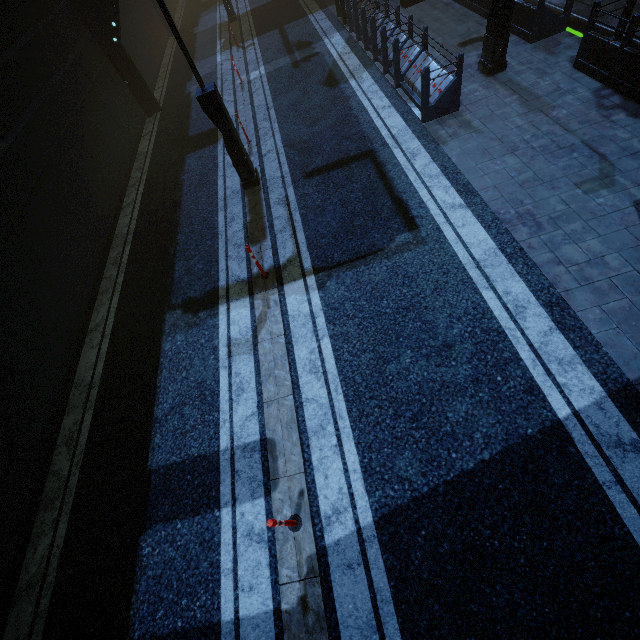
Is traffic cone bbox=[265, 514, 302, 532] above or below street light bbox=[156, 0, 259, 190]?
below

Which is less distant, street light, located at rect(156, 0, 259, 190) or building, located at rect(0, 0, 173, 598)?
building, located at rect(0, 0, 173, 598)

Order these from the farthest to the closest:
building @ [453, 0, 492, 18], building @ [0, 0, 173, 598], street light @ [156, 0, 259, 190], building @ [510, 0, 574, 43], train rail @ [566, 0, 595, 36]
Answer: building @ [453, 0, 492, 18] → train rail @ [566, 0, 595, 36] → building @ [510, 0, 574, 43] → street light @ [156, 0, 259, 190] → building @ [0, 0, 173, 598]

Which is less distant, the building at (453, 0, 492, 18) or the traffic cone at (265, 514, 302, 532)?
the traffic cone at (265, 514, 302, 532)

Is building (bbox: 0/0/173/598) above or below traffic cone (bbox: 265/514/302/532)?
above

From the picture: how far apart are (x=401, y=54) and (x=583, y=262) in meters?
9.0 m

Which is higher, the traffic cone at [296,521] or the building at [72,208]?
the building at [72,208]

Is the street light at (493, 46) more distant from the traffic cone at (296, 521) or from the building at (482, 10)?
the traffic cone at (296, 521)
